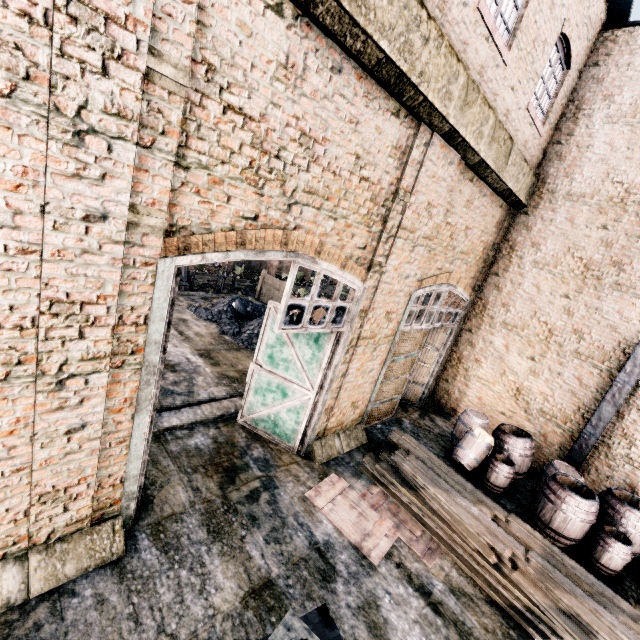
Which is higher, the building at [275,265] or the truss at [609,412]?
the truss at [609,412]

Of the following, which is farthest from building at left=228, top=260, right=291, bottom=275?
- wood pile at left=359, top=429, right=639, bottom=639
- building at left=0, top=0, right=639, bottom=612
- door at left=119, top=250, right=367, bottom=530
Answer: wood pile at left=359, top=429, right=639, bottom=639

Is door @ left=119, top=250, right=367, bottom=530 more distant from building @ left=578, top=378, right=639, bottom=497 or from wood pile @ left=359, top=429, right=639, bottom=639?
wood pile @ left=359, top=429, right=639, bottom=639

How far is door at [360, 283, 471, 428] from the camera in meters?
9.4

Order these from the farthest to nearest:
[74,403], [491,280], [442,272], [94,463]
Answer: [491,280]
[442,272]
[94,463]
[74,403]

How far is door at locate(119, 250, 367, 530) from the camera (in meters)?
4.41

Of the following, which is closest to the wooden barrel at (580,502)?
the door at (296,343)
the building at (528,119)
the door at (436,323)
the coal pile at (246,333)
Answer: the building at (528,119)

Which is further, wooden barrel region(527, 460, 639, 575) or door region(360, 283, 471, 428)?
door region(360, 283, 471, 428)
